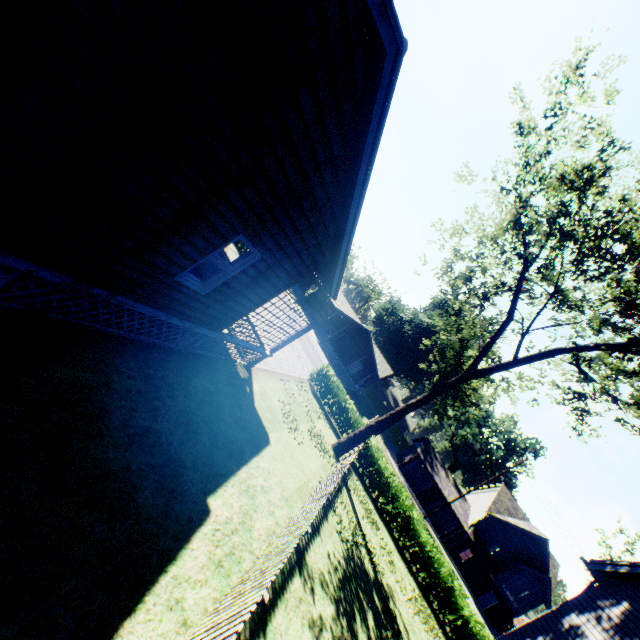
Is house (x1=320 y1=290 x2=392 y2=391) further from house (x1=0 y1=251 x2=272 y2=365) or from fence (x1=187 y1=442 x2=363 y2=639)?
house (x1=0 y1=251 x2=272 y2=365)

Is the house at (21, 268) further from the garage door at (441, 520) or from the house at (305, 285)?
the garage door at (441, 520)

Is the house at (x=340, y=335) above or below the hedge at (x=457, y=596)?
above

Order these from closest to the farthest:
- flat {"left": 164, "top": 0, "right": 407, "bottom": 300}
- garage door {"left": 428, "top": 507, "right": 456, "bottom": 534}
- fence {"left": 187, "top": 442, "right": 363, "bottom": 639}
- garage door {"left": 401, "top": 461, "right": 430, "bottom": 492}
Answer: flat {"left": 164, "top": 0, "right": 407, "bottom": 300}
fence {"left": 187, "top": 442, "right": 363, "bottom": 639}
garage door {"left": 428, "top": 507, "right": 456, "bottom": 534}
garage door {"left": 401, "top": 461, "right": 430, "bottom": 492}

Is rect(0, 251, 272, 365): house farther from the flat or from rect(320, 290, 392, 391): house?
rect(320, 290, 392, 391): house

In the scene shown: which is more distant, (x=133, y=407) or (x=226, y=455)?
(x=226, y=455)

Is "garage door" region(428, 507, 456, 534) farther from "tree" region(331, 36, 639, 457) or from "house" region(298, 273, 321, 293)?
"house" region(298, 273, 321, 293)

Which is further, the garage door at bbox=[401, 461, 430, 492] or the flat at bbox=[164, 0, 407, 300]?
the garage door at bbox=[401, 461, 430, 492]
